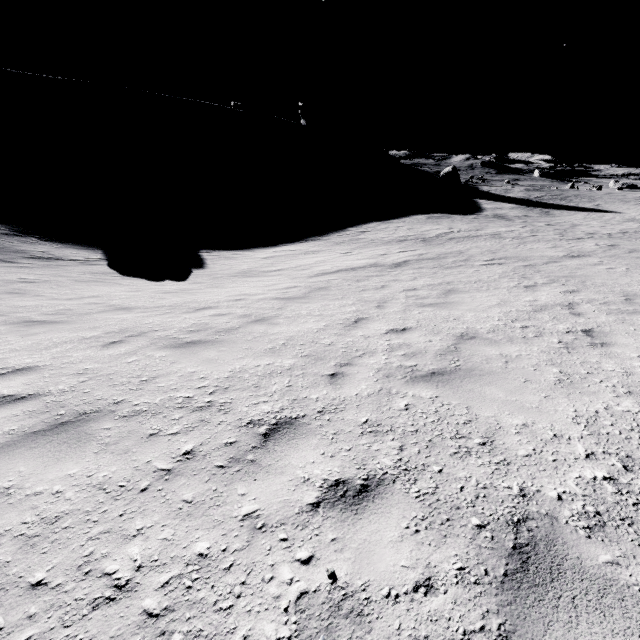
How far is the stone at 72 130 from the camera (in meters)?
56.53

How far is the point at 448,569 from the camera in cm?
191

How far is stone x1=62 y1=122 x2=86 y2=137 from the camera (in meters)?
56.53
